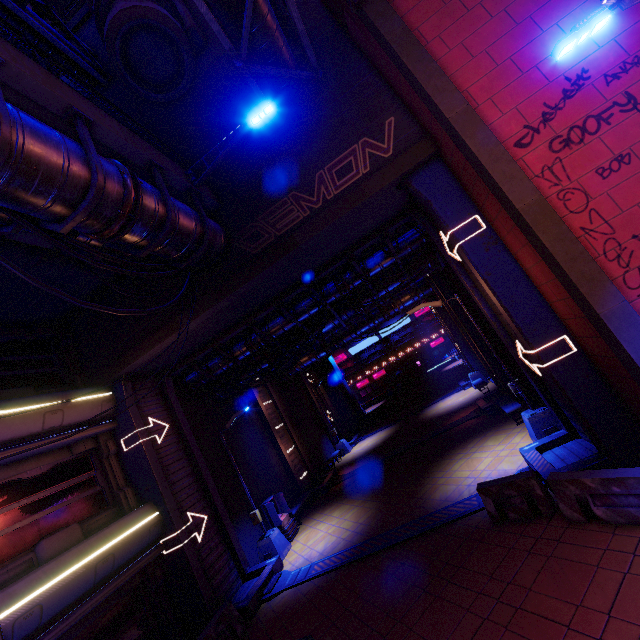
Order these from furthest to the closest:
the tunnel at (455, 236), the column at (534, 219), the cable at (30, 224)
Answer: the tunnel at (455, 236)
the column at (534, 219)
the cable at (30, 224)

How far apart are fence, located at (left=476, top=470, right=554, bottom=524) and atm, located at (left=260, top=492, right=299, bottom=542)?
9.45m

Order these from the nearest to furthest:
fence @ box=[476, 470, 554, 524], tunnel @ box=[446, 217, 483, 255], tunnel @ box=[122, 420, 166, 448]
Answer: fence @ box=[476, 470, 554, 524]
tunnel @ box=[446, 217, 483, 255]
tunnel @ box=[122, 420, 166, 448]

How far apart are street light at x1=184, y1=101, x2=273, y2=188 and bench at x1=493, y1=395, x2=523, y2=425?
14.00m

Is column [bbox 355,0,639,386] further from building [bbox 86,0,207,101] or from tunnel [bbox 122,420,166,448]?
building [bbox 86,0,207,101]

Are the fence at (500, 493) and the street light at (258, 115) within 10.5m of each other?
no

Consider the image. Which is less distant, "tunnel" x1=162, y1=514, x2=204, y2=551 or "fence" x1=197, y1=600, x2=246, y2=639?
"fence" x1=197, y1=600, x2=246, y2=639

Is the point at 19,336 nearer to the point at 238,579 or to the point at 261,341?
the point at 261,341
